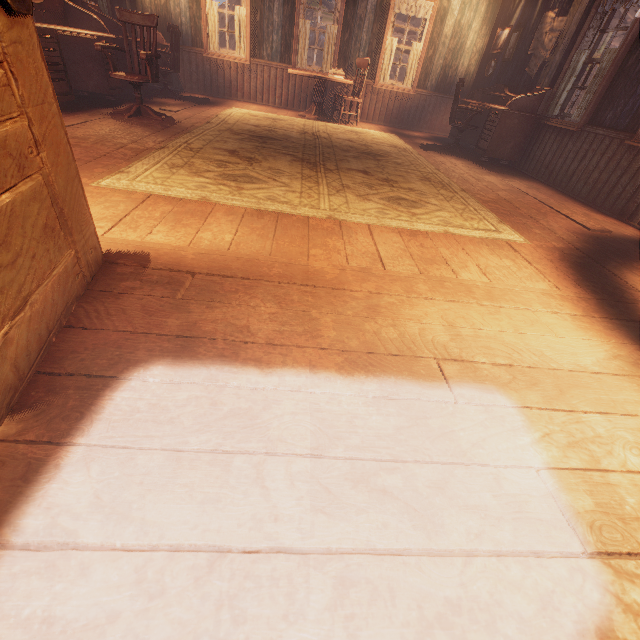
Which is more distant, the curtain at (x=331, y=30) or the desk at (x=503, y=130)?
the curtain at (x=331, y=30)

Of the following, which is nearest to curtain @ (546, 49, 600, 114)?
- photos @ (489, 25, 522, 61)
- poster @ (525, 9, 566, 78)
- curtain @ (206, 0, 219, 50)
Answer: poster @ (525, 9, 566, 78)

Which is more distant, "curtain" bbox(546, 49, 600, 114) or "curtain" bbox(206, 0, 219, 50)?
"curtain" bbox(206, 0, 219, 50)

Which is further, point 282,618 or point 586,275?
point 586,275

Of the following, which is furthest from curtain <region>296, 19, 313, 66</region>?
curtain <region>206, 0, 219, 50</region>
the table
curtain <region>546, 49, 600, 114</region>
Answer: curtain <region>546, 49, 600, 114</region>

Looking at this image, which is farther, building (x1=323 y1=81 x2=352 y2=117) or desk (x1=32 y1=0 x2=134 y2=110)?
building (x1=323 y1=81 x2=352 y2=117)

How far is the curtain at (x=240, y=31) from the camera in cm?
694

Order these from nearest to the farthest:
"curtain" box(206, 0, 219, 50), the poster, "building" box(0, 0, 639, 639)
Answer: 1. "building" box(0, 0, 639, 639)
2. the poster
3. "curtain" box(206, 0, 219, 50)
